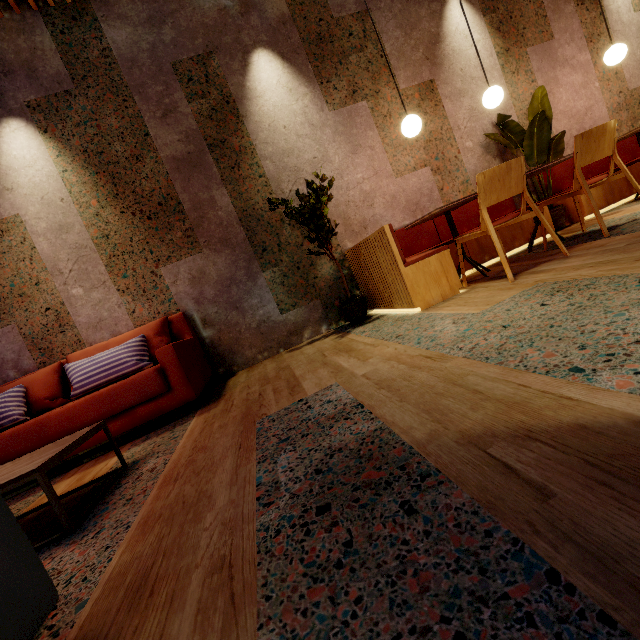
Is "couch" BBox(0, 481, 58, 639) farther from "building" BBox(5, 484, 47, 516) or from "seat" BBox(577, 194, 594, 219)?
"seat" BBox(577, 194, 594, 219)

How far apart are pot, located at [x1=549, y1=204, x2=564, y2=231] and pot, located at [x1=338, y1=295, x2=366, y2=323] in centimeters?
263cm

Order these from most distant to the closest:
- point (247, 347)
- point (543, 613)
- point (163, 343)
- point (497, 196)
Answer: point (247, 347) → point (163, 343) → point (497, 196) → point (543, 613)

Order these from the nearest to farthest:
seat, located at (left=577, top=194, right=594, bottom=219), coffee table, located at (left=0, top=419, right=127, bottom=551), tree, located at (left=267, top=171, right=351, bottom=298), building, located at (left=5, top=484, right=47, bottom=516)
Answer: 1. coffee table, located at (left=0, top=419, right=127, bottom=551)
2. building, located at (left=5, top=484, right=47, bottom=516)
3. tree, located at (left=267, top=171, right=351, bottom=298)
4. seat, located at (left=577, top=194, right=594, bottom=219)

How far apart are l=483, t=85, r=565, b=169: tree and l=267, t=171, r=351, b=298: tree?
2.28m

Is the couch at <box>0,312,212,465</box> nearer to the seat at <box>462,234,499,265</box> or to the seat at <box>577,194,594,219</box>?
the seat at <box>462,234,499,265</box>

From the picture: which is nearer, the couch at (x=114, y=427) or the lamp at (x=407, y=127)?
the couch at (x=114, y=427)

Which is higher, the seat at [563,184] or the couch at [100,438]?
the seat at [563,184]
